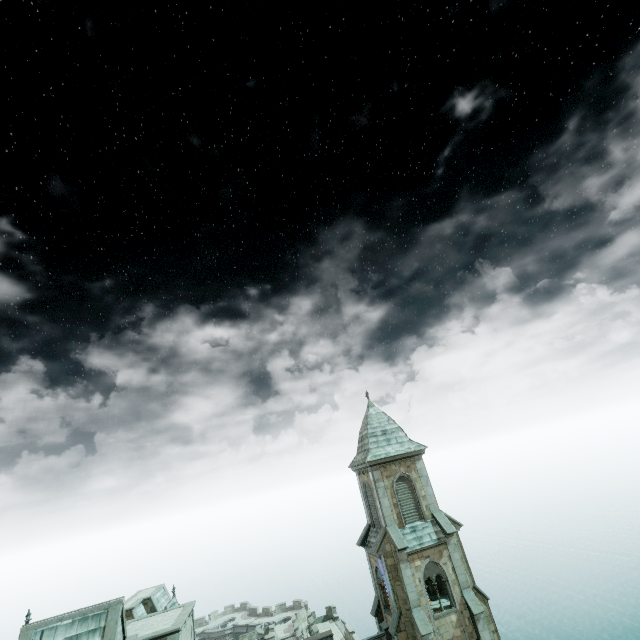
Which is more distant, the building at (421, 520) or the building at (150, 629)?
the building at (421, 520)

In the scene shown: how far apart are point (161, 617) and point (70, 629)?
6.6m

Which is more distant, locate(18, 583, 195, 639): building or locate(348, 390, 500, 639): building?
locate(348, 390, 500, 639): building
